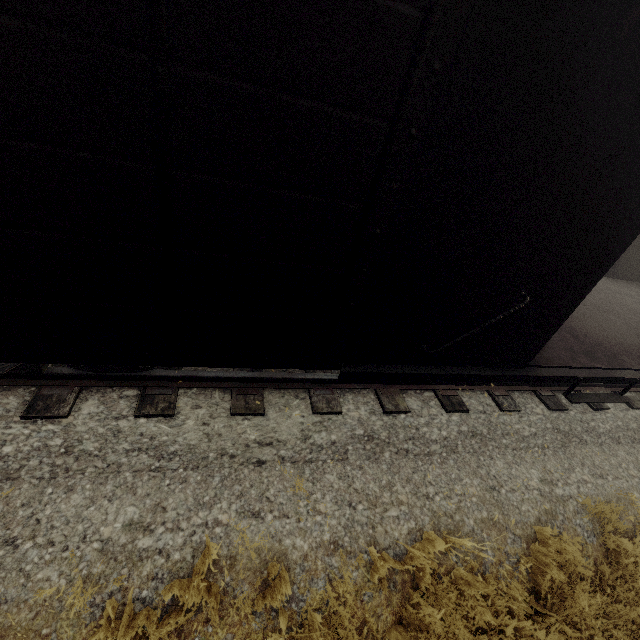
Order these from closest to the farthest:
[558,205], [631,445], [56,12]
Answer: [56,12] → [558,205] → [631,445]
